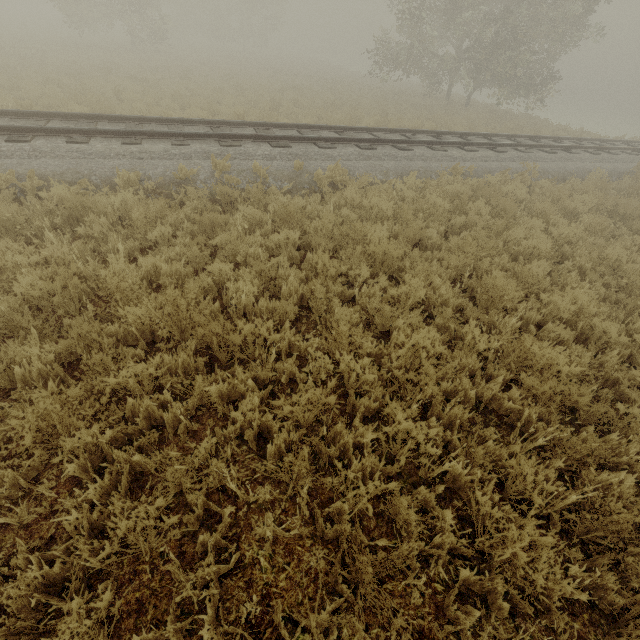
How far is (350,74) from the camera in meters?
35.9
